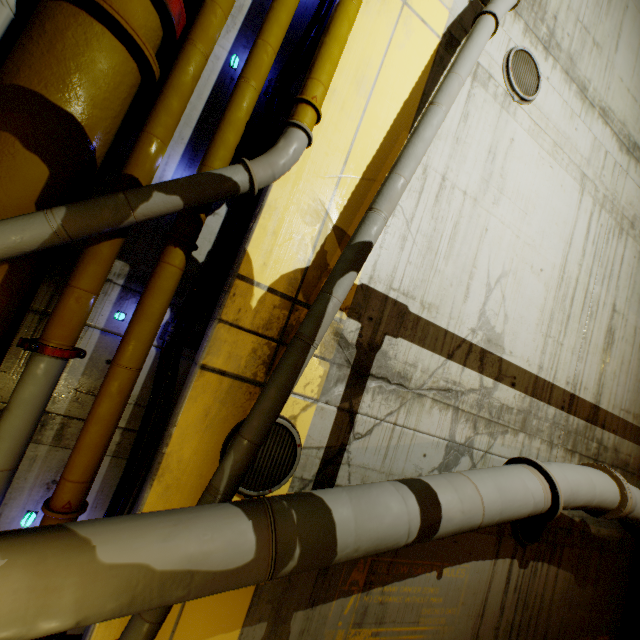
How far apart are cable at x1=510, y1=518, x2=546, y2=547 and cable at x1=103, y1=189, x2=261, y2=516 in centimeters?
519cm

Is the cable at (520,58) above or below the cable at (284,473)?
above

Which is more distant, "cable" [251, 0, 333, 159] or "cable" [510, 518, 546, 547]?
"cable" [510, 518, 546, 547]

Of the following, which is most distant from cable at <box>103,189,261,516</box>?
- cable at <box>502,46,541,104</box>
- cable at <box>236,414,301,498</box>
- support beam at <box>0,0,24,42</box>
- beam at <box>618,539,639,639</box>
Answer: beam at <box>618,539,639,639</box>

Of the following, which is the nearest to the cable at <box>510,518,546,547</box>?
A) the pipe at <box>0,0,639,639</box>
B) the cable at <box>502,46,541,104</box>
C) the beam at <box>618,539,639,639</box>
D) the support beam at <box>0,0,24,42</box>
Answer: the pipe at <box>0,0,639,639</box>

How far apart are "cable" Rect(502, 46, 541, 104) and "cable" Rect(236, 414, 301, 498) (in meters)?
5.68

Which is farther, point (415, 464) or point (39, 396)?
point (415, 464)

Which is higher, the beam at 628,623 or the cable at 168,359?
the cable at 168,359
